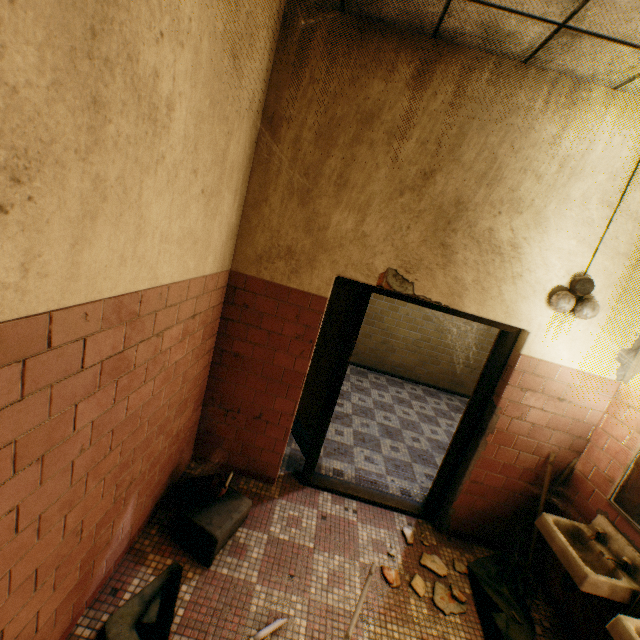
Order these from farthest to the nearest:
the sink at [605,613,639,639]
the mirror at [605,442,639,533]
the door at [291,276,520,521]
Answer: the door at [291,276,520,521]
the mirror at [605,442,639,533]
the sink at [605,613,639,639]

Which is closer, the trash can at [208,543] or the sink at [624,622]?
the sink at [624,622]

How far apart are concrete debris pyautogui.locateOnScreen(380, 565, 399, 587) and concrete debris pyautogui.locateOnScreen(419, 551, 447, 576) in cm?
11

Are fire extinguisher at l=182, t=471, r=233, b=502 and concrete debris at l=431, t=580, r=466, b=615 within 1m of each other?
no

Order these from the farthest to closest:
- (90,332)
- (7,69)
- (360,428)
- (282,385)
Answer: (360,428) → (282,385) → (90,332) → (7,69)

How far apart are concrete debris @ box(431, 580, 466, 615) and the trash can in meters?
1.4

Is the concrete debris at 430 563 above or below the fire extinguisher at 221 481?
below

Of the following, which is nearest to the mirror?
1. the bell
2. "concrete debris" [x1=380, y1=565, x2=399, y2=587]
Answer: the bell
